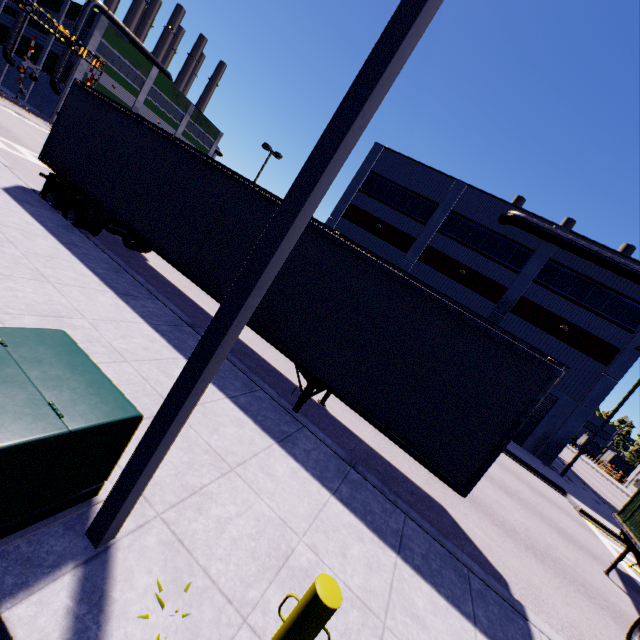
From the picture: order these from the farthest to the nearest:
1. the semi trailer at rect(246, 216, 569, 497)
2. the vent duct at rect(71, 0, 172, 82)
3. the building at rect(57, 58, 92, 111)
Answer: the building at rect(57, 58, 92, 111), the vent duct at rect(71, 0, 172, 82), the semi trailer at rect(246, 216, 569, 497)

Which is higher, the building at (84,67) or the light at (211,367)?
the building at (84,67)

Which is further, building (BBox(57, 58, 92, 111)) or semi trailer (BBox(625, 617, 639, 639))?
building (BBox(57, 58, 92, 111))

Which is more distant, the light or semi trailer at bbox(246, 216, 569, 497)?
semi trailer at bbox(246, 216, 569, 497)

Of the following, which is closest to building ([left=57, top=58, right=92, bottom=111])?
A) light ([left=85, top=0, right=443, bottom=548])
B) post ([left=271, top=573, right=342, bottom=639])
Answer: light ([left=85, top=0, right=443, bottom=548])

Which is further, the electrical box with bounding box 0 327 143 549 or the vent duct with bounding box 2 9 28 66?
the vent duct with bounding box 2 9 28 66

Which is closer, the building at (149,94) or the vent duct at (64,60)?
the vent duct at (64,60)

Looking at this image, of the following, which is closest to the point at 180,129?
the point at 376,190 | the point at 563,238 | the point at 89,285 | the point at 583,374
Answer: the point at 376,190
